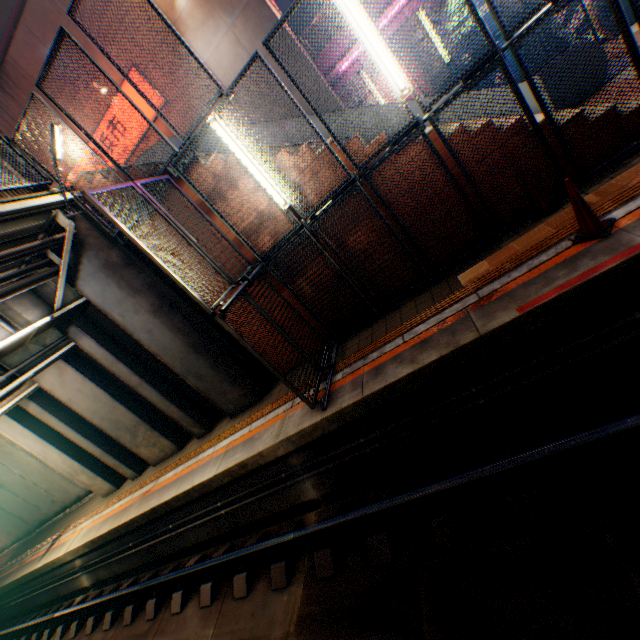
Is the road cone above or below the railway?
above

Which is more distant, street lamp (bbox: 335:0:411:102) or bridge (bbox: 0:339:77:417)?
bridge (bbox: 0:339:77:417)

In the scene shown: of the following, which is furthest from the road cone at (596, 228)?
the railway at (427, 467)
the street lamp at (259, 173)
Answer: the street lamp at (259, 173)

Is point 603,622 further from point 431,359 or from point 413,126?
point 413,126

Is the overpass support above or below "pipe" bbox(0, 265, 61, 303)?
above

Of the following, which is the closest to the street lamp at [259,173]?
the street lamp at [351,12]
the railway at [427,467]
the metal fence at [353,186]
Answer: the metal fence at [353,186]

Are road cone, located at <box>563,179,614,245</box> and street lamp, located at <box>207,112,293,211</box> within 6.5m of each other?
yes

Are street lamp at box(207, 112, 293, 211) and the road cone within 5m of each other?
yes
